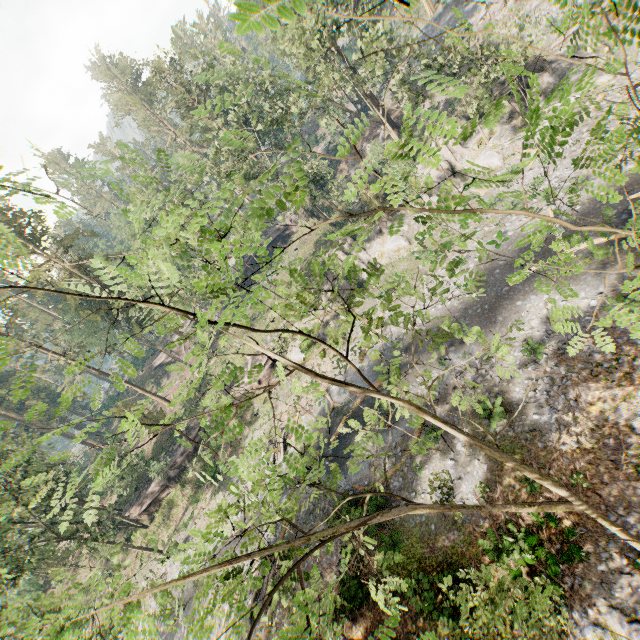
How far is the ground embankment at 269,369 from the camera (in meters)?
36.12

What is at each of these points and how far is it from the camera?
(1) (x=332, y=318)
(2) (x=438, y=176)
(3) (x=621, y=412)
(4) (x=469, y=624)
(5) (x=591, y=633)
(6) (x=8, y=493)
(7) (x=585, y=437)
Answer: (1) rock, 35.22m
(2) rock, 33.06m
(3) foliage, 14.20m
(4) foliage, 8.41m
(5) rock, 11.45m
(6) foliage, 26.55m
(7) foliage, 14.65m

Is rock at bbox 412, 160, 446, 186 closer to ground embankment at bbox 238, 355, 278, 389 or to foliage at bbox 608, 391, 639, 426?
ground embankment at bbox 238, 355, 278, 389

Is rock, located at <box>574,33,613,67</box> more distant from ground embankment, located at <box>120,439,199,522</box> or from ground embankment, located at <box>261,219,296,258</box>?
ground embankment, located at <box>261,219,296,258</box>

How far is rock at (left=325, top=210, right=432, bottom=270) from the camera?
33.0m

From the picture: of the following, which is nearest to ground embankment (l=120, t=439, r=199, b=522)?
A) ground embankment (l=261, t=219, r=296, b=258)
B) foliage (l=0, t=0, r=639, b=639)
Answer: foliage (l=0, t=0, r=639, b=639)

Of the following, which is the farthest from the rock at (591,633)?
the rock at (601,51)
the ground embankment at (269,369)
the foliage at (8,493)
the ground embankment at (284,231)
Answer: the ground embankment at (284,231)
